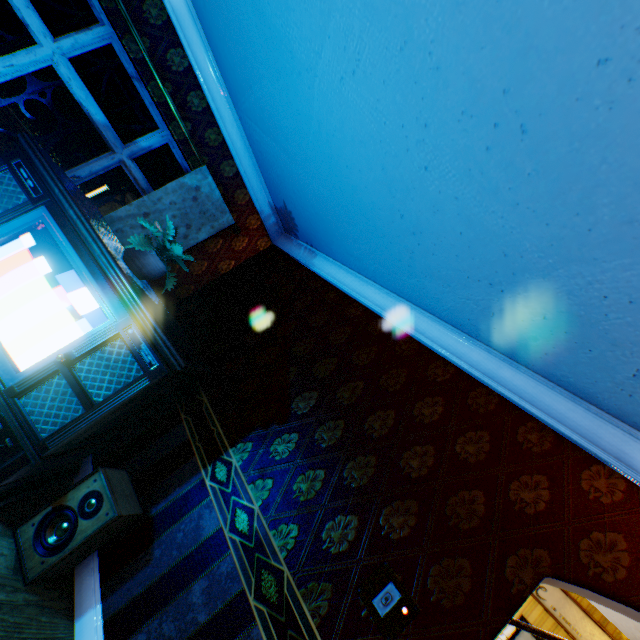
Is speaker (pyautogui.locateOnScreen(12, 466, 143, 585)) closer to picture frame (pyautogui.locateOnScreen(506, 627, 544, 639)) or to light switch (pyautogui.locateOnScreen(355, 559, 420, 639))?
light switch (pyautogui.locateOnScreen(355, 559, 420, 639))

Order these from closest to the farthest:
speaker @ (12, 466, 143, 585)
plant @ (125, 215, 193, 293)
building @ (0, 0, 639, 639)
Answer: building @ (0, 0, 639, 639), speaker @ (12, 466, 143, 585), plant @ (125, 215, 193, 293)

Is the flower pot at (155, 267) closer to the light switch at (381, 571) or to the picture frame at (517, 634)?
the light switch at (381, 571)

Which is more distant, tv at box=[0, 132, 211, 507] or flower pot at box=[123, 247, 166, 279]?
flower pot at box=[123, 247, 166, 279]

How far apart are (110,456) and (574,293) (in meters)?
3.59

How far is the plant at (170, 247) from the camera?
2.5m

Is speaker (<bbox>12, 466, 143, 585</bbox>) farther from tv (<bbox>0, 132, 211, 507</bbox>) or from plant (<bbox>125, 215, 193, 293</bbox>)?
plant (<bbox>125, 215, 193, 293</bbox>)

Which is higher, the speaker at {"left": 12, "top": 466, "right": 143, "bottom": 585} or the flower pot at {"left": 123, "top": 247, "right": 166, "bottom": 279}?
the flower pot at {"left": 123, "top": 247, "right": 166, "bottom": 279}
